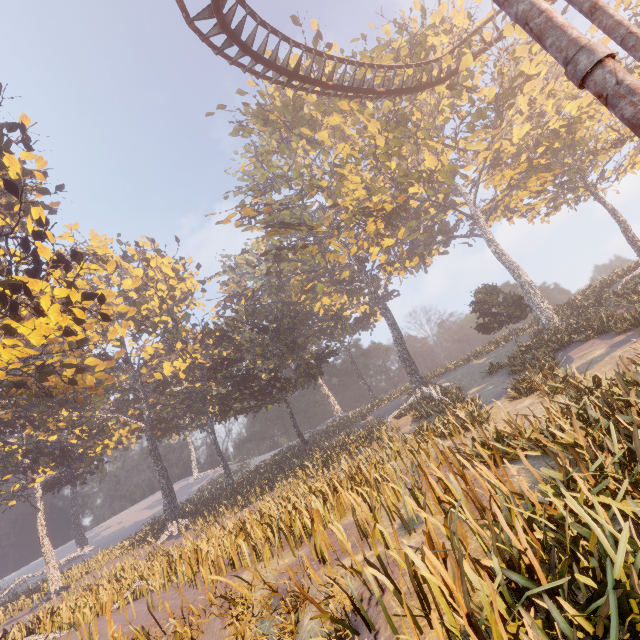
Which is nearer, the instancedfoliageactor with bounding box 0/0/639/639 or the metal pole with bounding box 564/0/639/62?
the metal pole with bounding box 564/0/639/62

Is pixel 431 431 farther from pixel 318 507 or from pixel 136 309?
pixel 136 309

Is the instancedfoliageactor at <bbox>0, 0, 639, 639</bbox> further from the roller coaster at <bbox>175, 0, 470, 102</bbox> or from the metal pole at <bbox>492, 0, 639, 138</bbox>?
the metal pole at <bbox>492, 0, 639, 138</bbox>

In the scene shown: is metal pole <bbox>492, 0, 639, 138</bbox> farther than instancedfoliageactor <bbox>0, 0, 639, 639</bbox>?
No

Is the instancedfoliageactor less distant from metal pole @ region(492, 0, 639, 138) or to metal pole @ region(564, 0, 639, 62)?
metal pole @ region(492, 0, 639, 138)

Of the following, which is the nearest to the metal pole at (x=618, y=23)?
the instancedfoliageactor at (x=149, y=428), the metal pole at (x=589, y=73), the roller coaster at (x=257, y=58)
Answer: the roller coaster at (x=257, y=58)

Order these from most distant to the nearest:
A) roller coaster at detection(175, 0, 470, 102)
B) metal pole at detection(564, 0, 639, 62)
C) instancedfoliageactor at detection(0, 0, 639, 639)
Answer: roller coaster at detection(175, 0, 470, 102) → instancedfoliageactor at detection(0, 0, 639, 639) → metal pole at detection(564, 0, 639, 62)

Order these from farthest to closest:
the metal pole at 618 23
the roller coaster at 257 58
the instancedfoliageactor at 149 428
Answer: the roller coaster at 257 58 < the instancedfoliageactor at 149 428 < the metal pole at 618 23
